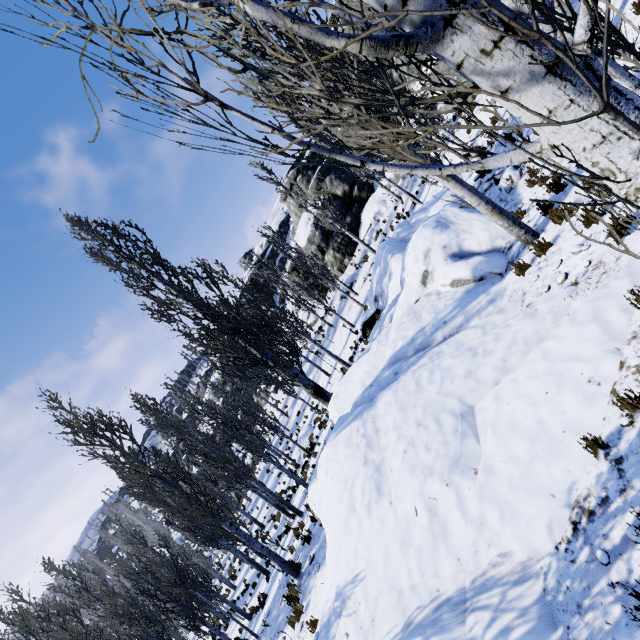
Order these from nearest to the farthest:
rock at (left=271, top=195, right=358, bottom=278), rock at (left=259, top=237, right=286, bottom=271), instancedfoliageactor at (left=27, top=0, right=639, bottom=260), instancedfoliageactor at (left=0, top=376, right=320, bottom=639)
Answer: instancedfoliageactor at (left=27, top=0, right=639, bottom=260), instancedfoliageactor at (left=0, top=376, right=320, bottom=639), rock at (left=271, top=195, right=358, bottom=278), rock at (left=259, top=237, right=286, bottom=271)

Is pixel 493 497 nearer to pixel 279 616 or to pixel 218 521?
pixel 218 521

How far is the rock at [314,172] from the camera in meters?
29.1 m

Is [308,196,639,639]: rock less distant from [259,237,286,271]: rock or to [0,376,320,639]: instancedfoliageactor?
[0,376,320,639]: instancedfoliageactor

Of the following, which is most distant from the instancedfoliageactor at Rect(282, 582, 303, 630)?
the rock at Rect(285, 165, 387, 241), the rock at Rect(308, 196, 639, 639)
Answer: the rock at Rect(285, 165, 387, 241)
